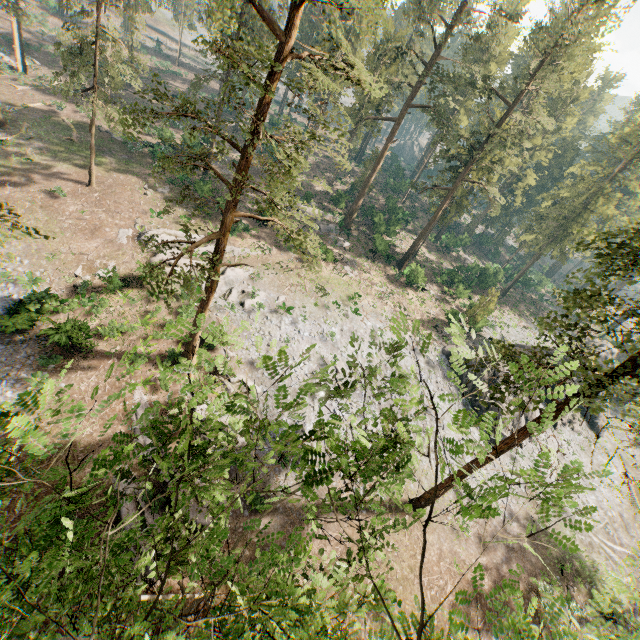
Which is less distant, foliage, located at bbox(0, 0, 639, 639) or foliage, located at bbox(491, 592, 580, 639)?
foliage, located at bbox(491, 592, 580, 639)

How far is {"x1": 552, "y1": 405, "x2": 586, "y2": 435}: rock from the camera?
36.05m

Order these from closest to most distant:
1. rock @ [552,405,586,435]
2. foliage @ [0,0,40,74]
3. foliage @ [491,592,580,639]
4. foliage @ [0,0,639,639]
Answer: foliage @ [491,592,580,639], foliage @ [0,0,639,639], foliage @ [0,0,40,74], rock @ [552,405,586,435]

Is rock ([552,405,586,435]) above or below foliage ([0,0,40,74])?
below

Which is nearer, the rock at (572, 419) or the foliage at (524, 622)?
the foliage at (524, 622)

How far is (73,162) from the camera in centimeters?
3331cm

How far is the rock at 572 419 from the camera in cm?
3605
